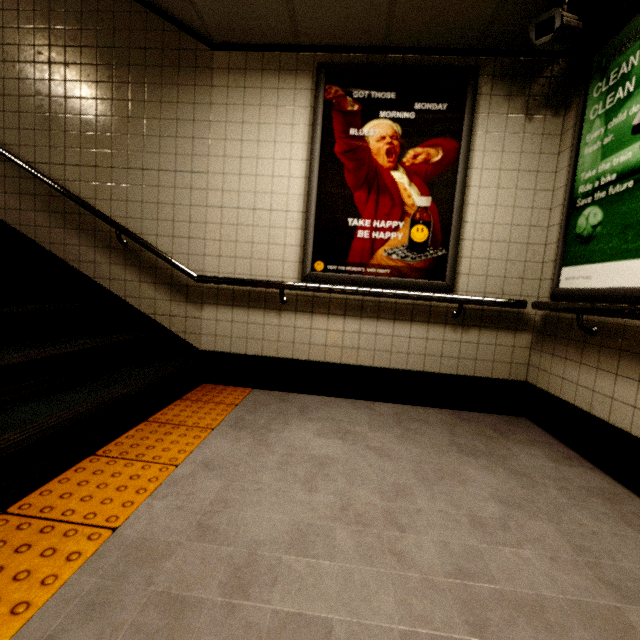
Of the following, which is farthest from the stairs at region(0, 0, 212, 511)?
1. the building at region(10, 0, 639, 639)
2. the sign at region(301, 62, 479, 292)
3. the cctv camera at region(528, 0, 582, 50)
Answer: the cctv camera at region(528, 0, 582, 50)

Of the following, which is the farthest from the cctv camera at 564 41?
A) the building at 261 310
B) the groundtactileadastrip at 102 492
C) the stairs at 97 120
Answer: the groundtactileadastrip at 102 492

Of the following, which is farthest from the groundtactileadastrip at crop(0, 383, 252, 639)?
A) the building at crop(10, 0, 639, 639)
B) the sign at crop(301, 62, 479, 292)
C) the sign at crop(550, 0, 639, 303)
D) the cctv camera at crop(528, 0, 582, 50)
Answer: the cctv camera at crop(528, 0, 582, 50)

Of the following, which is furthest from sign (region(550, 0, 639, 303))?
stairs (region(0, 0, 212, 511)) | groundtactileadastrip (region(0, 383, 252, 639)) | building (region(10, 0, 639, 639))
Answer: stairs (region(0, 0, 212, 511))

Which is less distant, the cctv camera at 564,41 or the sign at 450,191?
the cctv camera at 564,41

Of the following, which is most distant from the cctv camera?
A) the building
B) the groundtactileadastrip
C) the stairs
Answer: the groundtactileadastrip

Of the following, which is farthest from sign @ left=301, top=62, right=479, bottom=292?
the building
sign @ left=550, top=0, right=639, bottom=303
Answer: sign @ left=550, top=0, right=639, bottom=303

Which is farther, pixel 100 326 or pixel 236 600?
pixel 100 326
